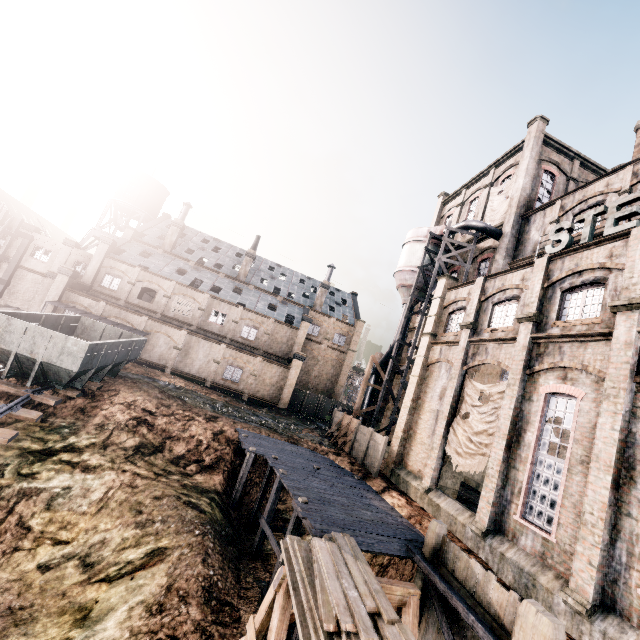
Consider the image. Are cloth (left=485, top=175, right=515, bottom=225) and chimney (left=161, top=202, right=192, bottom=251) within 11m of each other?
no

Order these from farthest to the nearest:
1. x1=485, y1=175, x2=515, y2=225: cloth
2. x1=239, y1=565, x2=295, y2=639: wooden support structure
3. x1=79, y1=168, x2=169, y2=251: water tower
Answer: x1=79, y1=168, x2=169, y2=251: water tower
x1=485, y1=175, x2=515, y2=225: cloth
x1=239, y1=565, x2=295, y2=639: wooden support structure

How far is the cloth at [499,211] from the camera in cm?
2961

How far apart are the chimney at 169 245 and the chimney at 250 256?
9.45m

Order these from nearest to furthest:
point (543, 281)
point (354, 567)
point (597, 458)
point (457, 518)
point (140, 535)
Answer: point (354, 567) → point (597, 458) → point (140, 535) → point (457, 518) → point (543, 281)

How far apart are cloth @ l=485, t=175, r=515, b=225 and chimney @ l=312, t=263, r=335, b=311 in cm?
2416

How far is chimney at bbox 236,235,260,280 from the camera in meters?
48.3

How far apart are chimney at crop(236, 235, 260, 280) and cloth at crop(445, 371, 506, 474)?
36.2m
